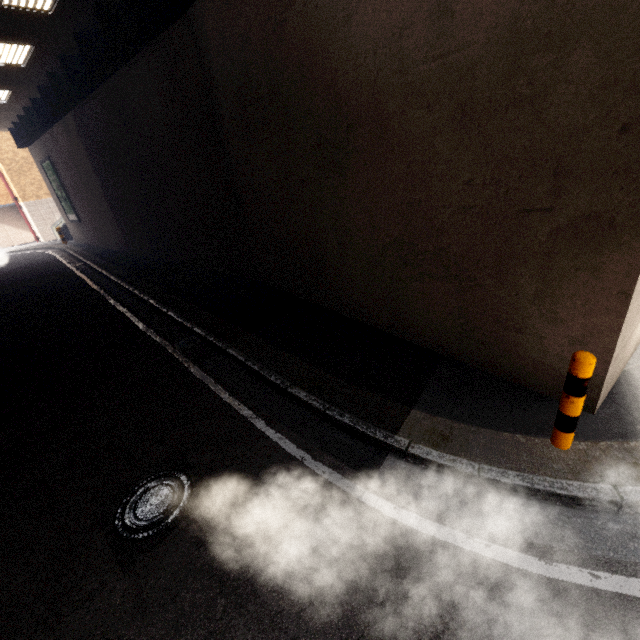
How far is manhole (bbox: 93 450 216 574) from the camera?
3.1m

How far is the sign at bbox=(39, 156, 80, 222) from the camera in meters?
18.0

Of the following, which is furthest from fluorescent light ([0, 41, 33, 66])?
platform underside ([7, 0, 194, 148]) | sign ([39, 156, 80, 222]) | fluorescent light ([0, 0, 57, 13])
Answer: sign ([39, 156, 80, 222])

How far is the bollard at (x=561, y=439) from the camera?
2.75m

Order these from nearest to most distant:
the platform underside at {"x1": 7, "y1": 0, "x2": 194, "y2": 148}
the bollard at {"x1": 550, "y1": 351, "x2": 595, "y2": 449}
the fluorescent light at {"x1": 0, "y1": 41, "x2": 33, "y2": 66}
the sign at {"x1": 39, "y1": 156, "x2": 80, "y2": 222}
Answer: the bollard at {"x1": 550, "y1": 351, "x2": 595, "y2": 449}
the platform underside at {"x1": 7, "y1": 0, "x2": 194, "y2": 148}
the fluorescent light at {"x1": 0, "y1": 41, "x2": 33, "y2": 66}
the sign at {"x1": 39, "y1": 156, "x2": 80, "y2": 222}

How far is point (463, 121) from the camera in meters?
3.4

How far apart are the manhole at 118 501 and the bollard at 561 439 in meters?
3.6 m

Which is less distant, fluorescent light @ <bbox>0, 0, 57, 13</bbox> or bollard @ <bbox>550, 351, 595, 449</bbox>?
bollard @ <bbox>550, 351, 595, 449</bbox>
